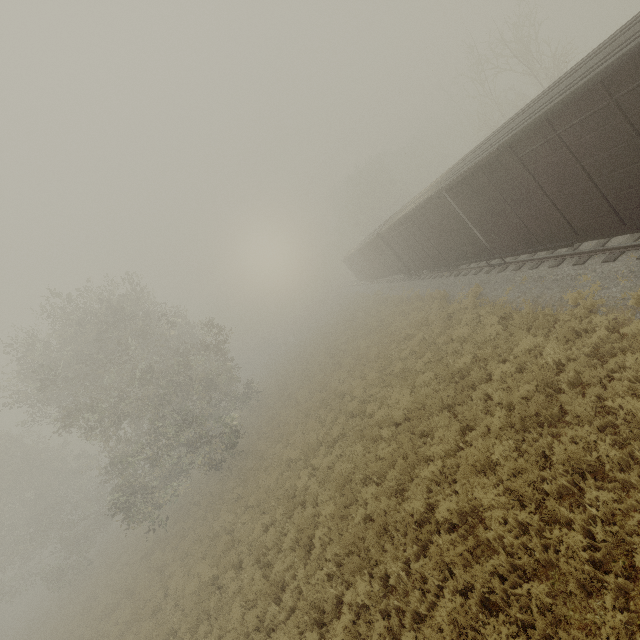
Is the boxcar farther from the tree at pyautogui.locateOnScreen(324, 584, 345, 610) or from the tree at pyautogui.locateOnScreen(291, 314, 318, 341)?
the tree at pyautogui.locateOnScreen(291, 314, 318, 341)

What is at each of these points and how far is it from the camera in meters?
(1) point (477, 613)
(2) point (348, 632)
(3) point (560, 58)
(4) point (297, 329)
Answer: (1) tree, 5.4
(2) tree, 6.8
(3) tree, 20.3
(4) tree, 56.8

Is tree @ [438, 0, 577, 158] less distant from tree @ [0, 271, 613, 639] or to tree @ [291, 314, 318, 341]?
tree @ [0, 271, 613, 639]

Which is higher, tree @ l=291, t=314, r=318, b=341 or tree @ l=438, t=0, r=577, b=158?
tree @ l=438, t=0, r=577, b=158

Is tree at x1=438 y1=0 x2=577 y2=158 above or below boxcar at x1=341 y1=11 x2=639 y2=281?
above

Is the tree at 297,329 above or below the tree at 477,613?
above

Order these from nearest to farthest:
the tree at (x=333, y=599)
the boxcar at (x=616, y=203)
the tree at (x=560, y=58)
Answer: the boxcar at (x=616, y=203) → the tree at (x=333, y=599) → the tree at (x=560, y=58)

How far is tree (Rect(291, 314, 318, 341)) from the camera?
55.0 meters
